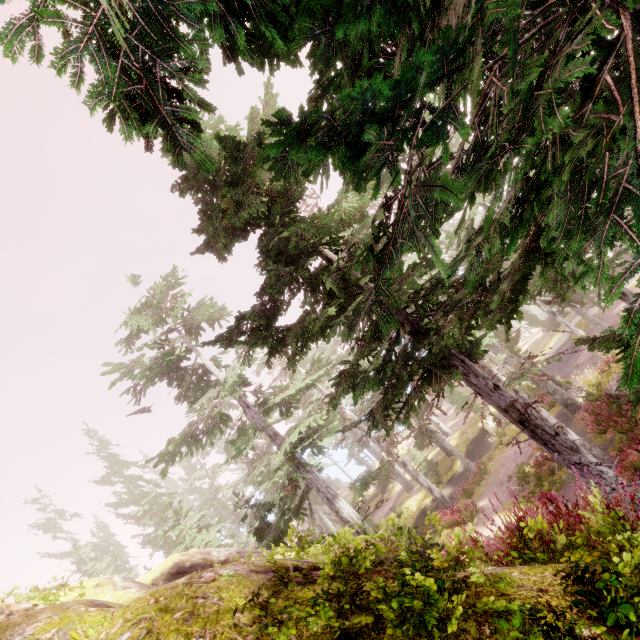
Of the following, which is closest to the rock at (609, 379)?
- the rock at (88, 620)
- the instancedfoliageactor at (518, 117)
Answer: the instancedfoliageactor at (518, 117)

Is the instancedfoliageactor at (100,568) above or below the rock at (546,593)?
above

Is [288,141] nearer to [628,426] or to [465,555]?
[465,555]

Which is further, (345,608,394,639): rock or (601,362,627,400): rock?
(601,362,627,400): rock

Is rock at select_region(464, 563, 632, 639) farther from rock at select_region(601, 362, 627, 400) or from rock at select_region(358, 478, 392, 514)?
rock at select_region(358, 478, 392, 514)

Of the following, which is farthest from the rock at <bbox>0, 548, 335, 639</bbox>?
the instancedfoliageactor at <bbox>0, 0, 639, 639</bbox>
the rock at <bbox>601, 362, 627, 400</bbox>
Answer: the rock at <bbox>601, 362, 627, 400</bbox>

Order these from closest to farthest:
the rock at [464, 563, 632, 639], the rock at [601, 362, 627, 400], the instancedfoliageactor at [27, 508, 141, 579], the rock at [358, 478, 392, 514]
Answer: the rock at [464, 563, 632, 639] → the rock at [601, 362, 627, 400] → the instancedfoliageactor at [27, 508, 141, 579] → the rock at [358, 478, 392, 514]

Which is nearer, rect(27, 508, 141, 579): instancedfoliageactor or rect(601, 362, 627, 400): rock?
rect(601, 362, 627, 400): rock
